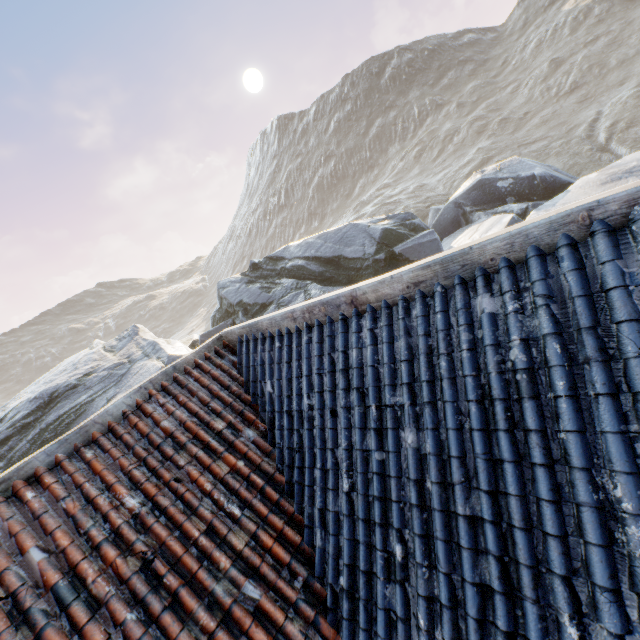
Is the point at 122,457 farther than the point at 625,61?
No
